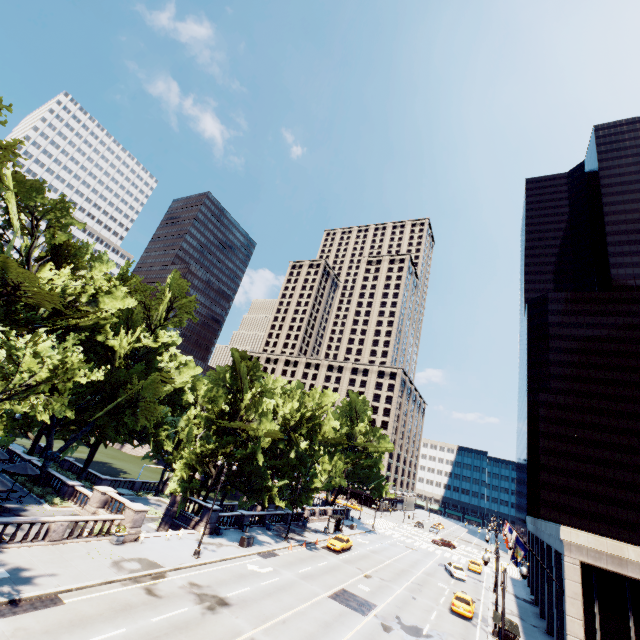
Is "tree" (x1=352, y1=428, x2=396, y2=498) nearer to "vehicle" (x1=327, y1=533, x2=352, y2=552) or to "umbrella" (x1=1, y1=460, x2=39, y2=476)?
"umbrella" (x1=1, y1=460, x2=39, y2=476)

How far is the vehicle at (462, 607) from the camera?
29.5m

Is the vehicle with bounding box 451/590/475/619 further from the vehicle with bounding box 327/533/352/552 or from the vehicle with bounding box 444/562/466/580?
the vehicle with bounding box 327/533/352/552

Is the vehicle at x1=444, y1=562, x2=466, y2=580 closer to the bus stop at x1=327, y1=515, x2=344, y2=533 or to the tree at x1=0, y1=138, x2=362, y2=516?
the tree at x1=0, y1=138, x2=362, y2=516

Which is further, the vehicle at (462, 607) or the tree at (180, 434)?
the vehicle at (462, 607)

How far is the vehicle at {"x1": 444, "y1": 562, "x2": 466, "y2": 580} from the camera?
42.7m

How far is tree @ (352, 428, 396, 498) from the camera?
58.0 meters

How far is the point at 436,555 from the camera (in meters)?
55.25
